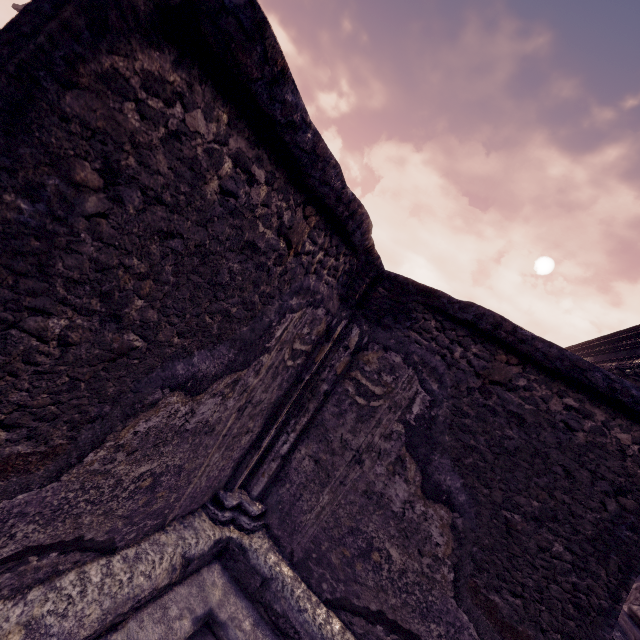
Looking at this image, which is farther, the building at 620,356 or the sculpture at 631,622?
the building at 620,356

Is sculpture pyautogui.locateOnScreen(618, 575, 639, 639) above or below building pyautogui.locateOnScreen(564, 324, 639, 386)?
below

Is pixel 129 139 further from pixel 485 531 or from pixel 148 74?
pixel 485 531

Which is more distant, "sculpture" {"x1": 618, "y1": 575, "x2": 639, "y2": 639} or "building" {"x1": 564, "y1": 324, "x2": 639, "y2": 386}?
"building" {"x1": 564, "y1": 324, "x2": 639, "y2": 386}

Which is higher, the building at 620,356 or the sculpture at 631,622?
the building at 620,356
